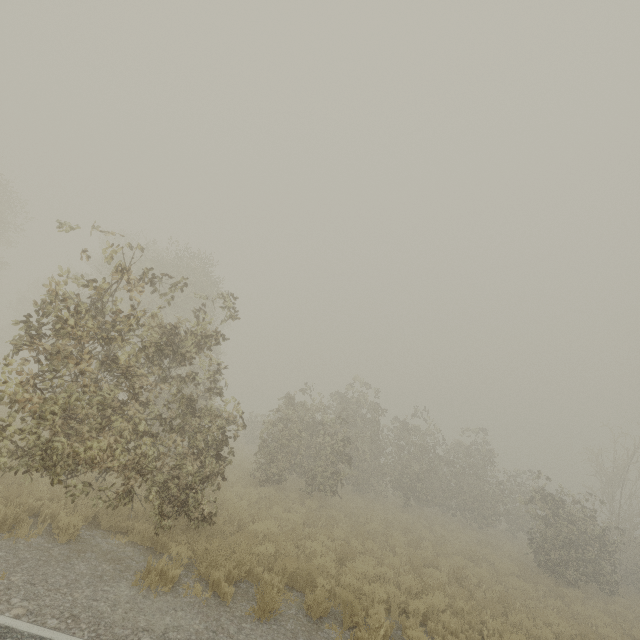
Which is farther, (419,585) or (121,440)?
(419,585)
